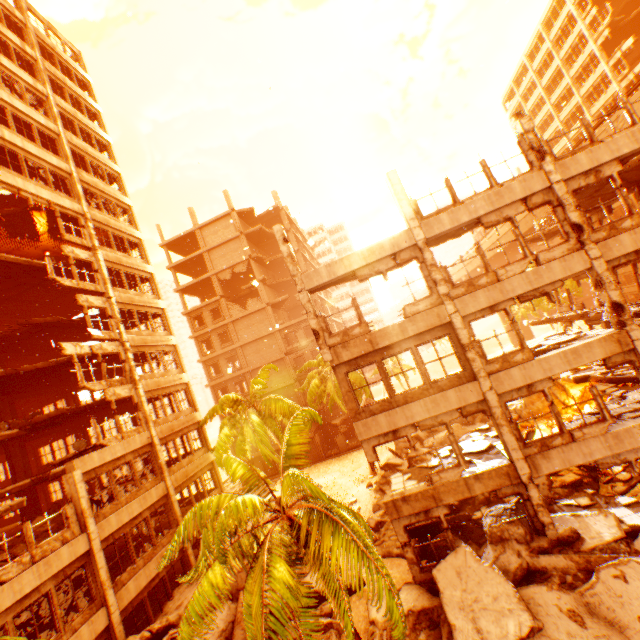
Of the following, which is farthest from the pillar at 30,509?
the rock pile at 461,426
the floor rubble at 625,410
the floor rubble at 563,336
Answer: the rock pile at 461,426

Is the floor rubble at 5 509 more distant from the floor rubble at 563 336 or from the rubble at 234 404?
the floor rubble at 563 336

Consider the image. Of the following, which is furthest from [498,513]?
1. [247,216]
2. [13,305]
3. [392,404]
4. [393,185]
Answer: [247,216]

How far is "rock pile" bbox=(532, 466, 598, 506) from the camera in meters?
13.7 m

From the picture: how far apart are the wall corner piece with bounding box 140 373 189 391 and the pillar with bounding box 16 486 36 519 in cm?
1013

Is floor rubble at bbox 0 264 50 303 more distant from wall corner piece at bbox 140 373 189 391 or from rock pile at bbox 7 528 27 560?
rock pile at bbox 7 528 27 560

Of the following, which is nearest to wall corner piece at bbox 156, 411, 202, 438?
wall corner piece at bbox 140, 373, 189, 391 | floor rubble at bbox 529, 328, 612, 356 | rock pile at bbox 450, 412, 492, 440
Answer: wall corner piece at bbox 140, 373, 189, 391

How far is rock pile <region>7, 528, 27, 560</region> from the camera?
13.87m
